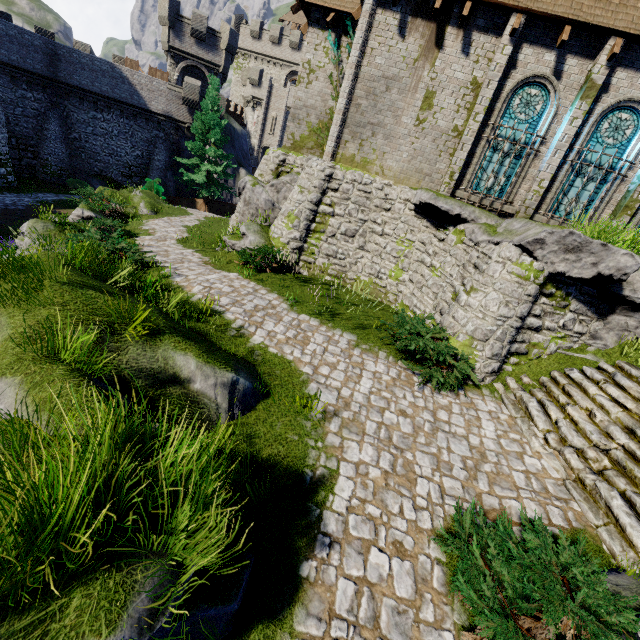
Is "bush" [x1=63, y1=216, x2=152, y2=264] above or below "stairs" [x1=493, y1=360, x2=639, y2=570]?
below

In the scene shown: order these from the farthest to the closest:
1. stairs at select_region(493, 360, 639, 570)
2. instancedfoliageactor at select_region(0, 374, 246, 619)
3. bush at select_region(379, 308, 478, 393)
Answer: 1. bush at select_region(379, 308, 478, 393)
2. stairs at select_region(493, 360, 639, 570)
3. instancedfoliageactor at select_region(0, 374, 246, 619)

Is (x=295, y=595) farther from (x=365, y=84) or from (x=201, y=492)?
(x=365, y=84)

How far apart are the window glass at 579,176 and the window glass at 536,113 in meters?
1.5 m

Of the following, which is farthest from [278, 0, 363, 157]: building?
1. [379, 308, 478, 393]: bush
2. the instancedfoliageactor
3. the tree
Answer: the instancedfoliageactor

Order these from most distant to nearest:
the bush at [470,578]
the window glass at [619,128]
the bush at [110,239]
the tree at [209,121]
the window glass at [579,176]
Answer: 1. the tree at [209,121]
2. the window glass at [579,176]
3. the window glass at [619,128]
4. the bush at [110,239]
5. the bush at [470,578]

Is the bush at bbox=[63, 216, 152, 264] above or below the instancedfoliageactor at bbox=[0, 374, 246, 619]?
below

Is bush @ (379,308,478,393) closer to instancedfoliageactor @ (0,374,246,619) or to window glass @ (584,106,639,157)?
instancedfoliageactor @ (0,374,246,619)
